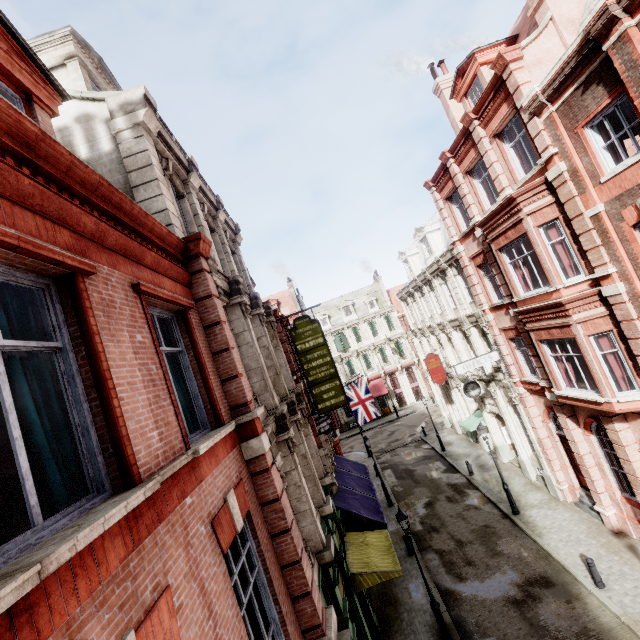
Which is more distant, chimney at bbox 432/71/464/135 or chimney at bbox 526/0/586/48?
chimney at bbox 432/71/464/135

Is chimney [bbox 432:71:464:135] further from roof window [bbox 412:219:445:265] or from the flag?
the flag

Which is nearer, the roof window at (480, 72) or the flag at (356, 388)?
the roof window at (480, 72)

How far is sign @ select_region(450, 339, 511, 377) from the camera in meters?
16.9 m

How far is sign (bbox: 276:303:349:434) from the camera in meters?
14.3

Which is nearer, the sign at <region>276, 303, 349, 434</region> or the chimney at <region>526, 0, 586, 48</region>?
the chimney at <region>526, 0, 586, 48</region>

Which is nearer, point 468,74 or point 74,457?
point 74,457

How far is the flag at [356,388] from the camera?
23.6 meters
